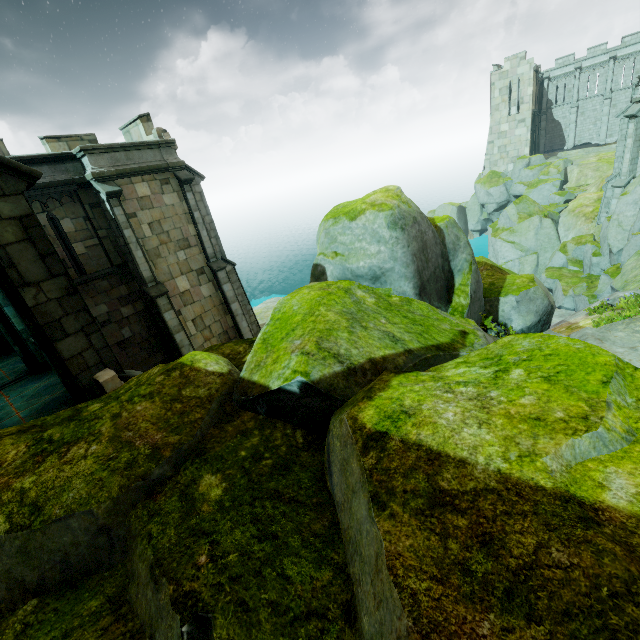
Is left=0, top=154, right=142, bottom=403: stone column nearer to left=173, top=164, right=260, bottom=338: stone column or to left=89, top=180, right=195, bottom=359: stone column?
left=89, top=180, right=195, bottom=359: stone column

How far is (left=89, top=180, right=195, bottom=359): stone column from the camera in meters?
13.9

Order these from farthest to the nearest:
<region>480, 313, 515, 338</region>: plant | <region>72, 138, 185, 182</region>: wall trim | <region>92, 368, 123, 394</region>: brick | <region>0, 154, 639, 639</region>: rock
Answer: <region>72, 138, 185, 182</region>: wall trim
<region>480, 313, 515, 338</region>: plant
<region>92, 368, 123, 394</region>: brick
<region>0, 154, 639, 639</region>: rock

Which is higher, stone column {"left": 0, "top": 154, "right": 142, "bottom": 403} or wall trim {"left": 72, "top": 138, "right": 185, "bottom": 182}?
wall trim {"left": 72, "top": 138, "right": 185, "bottom": 182}

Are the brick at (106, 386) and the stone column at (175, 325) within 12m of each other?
yes

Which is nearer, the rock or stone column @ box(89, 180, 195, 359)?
the rock

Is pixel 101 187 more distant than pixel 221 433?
Yes

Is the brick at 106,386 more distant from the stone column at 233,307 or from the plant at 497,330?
the stone column at 233,307
